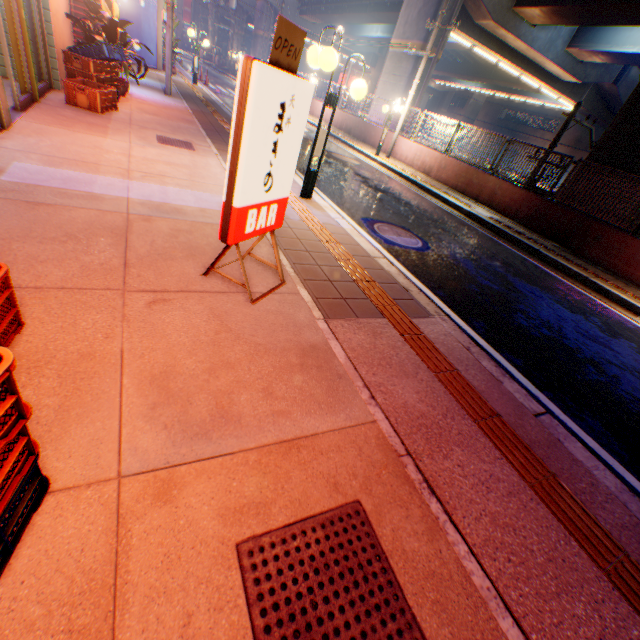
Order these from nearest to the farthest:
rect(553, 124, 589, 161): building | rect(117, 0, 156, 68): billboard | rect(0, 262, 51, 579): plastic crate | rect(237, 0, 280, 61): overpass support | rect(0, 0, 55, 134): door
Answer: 1. rect(0, 262, 51, 579): plastic crate
2. rect(0, 0, 55, 134): door
3. rect(117, 0, 156, 68): billboard
4. rect(237, 0, 280, 61): overpass support
5. rect(553, 124, 589, 161): building

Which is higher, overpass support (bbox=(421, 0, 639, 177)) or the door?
overpass support (bbox=(421, 0, 639, 177))

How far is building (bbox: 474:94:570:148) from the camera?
49.1m

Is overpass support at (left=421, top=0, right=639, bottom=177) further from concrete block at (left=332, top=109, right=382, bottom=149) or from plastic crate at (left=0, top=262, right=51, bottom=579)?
plastic crate at (left=0, top=262, right=51, bottom=579)

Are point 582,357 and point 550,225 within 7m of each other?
no

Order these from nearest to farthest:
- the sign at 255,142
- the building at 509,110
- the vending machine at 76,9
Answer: the sign at 255,142, the vending machine at 76,9, the building at 509,110

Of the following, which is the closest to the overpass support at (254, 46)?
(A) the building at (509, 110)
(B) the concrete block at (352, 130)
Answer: (B) the concrete block at (352, 130)

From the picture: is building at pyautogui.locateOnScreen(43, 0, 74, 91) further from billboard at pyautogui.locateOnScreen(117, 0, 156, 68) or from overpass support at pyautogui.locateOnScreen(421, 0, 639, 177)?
billboard at pyautogui.locateOnScreen(117, 0, 156, 68)
